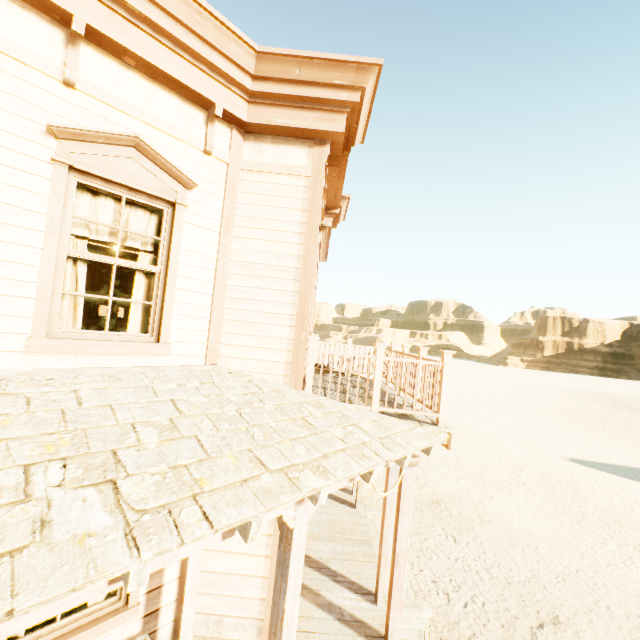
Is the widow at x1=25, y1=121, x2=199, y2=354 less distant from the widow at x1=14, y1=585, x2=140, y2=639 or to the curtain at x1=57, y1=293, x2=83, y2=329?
the curtain at x1=57, y1=293, x2=83, y2=329

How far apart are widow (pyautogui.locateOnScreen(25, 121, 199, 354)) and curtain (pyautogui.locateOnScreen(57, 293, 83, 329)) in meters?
0.0 m

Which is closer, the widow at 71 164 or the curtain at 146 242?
the widow at 71 164

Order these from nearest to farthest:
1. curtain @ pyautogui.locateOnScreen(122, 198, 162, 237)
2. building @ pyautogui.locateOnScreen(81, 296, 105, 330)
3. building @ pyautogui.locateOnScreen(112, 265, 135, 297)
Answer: curtain @ pyautogui.locateOnScreen(122, 198, 162, 237), building @ pyautogui.locateOnScreen(112, 265, 135, 297), building @ pyautogui.locateOnScreen(81, 296, 105, 330)

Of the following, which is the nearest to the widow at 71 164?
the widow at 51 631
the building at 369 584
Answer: the building at 369 584

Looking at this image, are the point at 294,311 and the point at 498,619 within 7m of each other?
yes

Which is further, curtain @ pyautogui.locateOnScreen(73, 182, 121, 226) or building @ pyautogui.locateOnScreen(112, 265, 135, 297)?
building @ pyautogui.locateOnScreen(112, 265, 135, 297)
